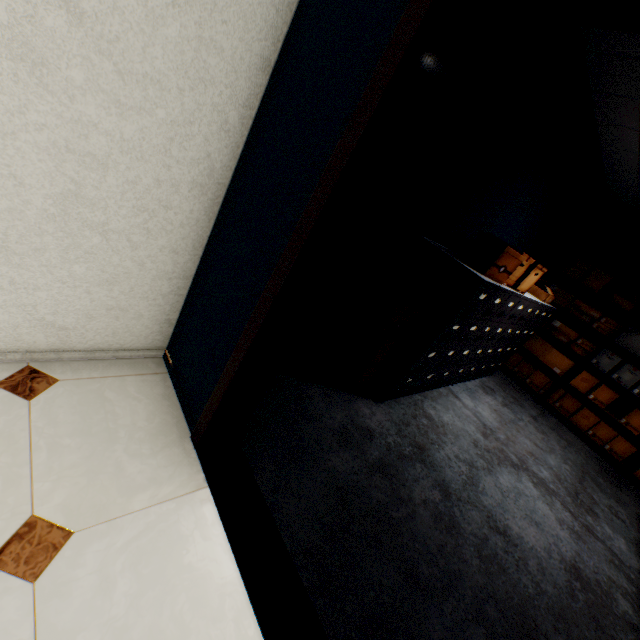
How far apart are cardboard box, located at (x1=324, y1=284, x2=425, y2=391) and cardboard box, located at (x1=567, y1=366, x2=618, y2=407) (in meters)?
3.87

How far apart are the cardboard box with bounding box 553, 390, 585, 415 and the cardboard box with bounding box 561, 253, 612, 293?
1.4 meters

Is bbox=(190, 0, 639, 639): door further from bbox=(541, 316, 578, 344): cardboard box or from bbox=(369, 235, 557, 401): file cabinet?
bbox=(541, 316, 578, 344): cardboard box

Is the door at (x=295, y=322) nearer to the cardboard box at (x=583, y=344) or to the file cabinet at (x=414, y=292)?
the file cabinet at (x=414, y=292)

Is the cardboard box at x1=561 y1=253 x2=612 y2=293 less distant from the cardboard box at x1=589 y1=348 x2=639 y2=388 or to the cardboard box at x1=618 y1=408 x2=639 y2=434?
the cardboard box at x1=589 y1=348 x2=639 y2=388

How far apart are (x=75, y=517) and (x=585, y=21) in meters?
2.2

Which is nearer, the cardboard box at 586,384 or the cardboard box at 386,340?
the cardboard box at 386,340

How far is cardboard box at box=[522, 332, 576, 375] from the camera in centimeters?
496cm
